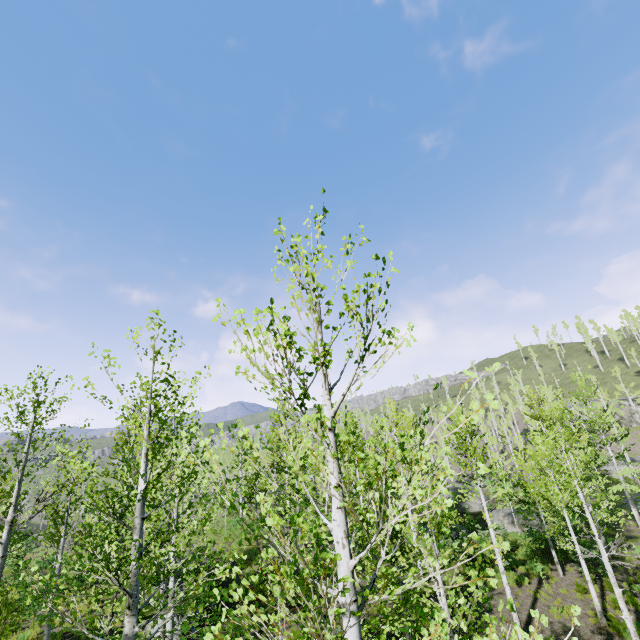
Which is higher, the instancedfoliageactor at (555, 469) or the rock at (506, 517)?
the instancedfoliageactor at (555, 469)

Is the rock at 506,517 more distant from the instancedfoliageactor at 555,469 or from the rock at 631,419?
the rock at 631,419

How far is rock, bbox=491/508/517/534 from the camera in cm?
2513

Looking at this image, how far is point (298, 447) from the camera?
21.70m

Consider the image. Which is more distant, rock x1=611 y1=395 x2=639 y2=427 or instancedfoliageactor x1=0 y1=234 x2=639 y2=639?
rock x1=611 y1=395 x2=639 y2=427

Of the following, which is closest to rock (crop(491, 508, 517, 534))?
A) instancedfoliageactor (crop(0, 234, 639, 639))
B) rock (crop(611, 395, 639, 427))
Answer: instancedfoliageactor (crop(0, 234, 639, 639))

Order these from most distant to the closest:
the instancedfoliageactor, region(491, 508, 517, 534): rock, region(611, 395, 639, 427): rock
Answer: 1. region(611, 395, 639, 427): rock
2. region(491, 508, 517, 534): rock
3. the instancedfoliageactor

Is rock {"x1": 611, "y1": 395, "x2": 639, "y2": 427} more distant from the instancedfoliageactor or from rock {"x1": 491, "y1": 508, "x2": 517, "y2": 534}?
rock {"x1": 491, "y1": 508, "x2": 517, "y2": 534}
